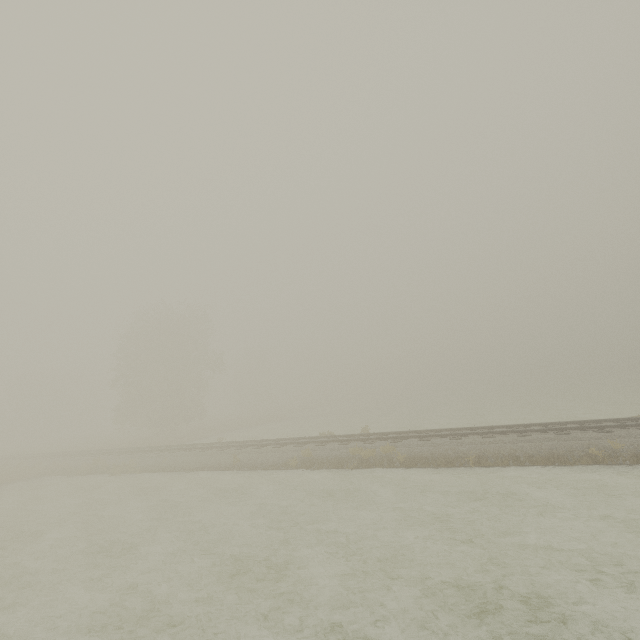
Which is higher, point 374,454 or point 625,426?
point 625,426
